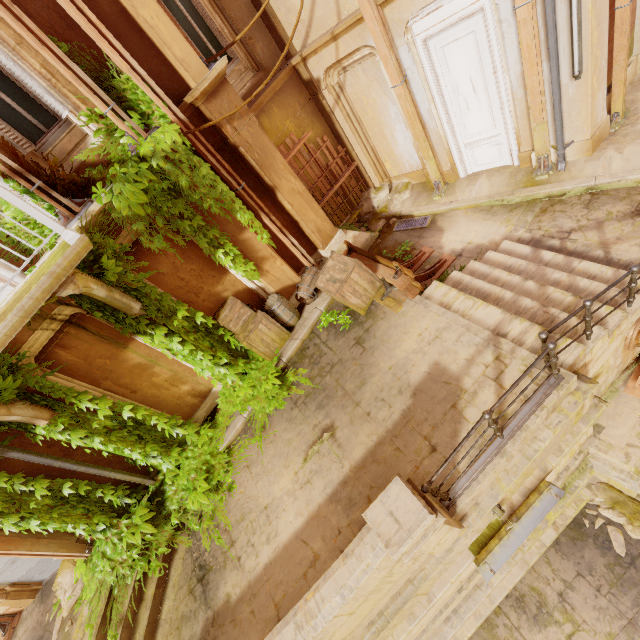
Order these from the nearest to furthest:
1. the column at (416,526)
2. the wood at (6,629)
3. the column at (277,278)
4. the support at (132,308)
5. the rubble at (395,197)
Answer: the column at (416,526) < the support at (132,308) < the column at (277,278) < the wood at (6,629) < the rubble at (395,197)

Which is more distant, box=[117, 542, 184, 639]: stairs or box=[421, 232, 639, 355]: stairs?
box=[117, 542, 184, 639]: stairs

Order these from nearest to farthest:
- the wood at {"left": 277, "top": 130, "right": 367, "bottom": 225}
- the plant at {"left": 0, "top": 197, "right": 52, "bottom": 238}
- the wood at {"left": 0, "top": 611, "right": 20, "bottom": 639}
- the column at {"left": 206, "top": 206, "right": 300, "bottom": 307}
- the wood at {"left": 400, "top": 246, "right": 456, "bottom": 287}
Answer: the plant at {"left": 0, "top": 197, "right": 52, "bottom": 238} < the column at {"left": 206, "top": 206, "right": 300, "bottom": 307} < the wood at {"left": 0, "top": 611, "right": 20, "bottom": 639} < the wood at {"left": 400, "top": 246, "right": 456, "bottom": 287} < the wood at {"left": 277, "top": 130, "right": 367, "bottom": 225}

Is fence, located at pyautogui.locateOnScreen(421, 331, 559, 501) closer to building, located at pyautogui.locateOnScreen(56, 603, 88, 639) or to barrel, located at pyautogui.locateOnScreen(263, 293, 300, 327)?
building, located at pyautogui.locateOnScreen(56, 603, 88, 639)

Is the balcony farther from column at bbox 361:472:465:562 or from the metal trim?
the metal trim

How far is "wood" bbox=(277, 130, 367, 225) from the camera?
8.7m

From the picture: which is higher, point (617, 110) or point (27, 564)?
point (27, 564)

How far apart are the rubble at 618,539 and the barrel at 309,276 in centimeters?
708cm
